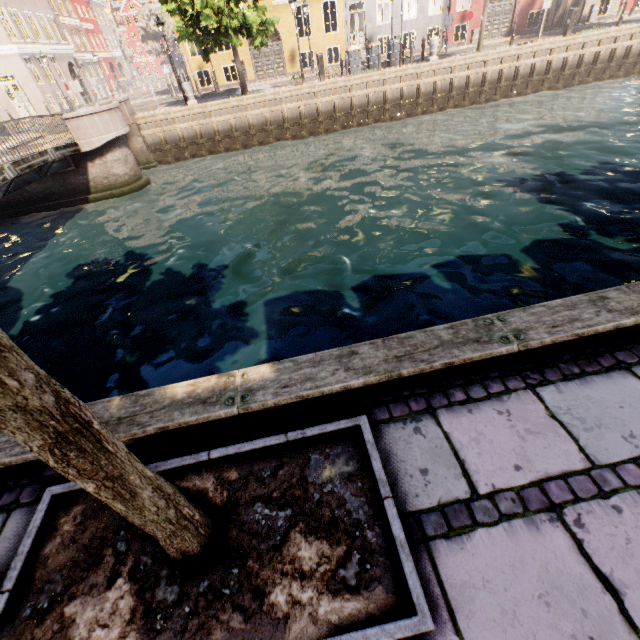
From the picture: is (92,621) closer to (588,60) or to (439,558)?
(439,558)

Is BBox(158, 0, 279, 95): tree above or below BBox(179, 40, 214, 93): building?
above

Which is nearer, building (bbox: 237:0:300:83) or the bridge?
the bridge

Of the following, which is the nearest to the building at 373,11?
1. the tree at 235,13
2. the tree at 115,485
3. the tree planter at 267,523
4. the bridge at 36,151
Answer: the tree at 115,485

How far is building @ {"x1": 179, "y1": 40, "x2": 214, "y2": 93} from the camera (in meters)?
23.17

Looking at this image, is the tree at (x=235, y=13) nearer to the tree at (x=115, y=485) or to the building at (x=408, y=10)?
the tree at (x=115, y=485)

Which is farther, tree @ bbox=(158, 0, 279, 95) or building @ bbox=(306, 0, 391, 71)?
building @ bbox=(306, 0, 391, 71)

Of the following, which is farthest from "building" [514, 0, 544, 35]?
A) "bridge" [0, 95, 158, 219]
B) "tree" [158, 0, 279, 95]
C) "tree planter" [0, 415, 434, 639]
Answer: "tree" [158, 0, 279, 95]
